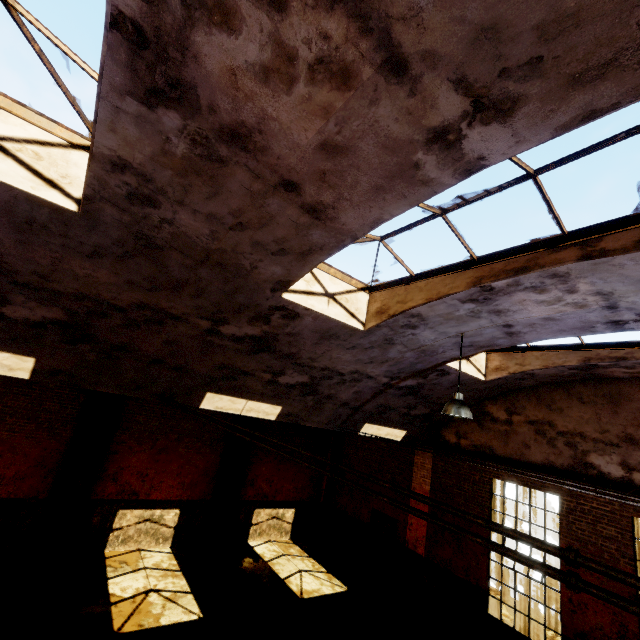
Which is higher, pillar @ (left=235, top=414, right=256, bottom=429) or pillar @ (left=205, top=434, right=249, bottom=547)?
pillar @ (left=235, top=414, right=256, bottom=429)

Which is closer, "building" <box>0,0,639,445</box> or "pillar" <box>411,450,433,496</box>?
"building" <box>0,0,639,445</box>

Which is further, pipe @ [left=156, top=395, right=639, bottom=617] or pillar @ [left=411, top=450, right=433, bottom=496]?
pillar @ [left=411, top=450, right=433, bottom=496]

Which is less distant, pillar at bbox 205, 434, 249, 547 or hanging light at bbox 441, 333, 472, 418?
hanging light at bbox 441, 333, 472, 418

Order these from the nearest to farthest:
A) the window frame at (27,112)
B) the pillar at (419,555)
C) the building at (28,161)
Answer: the building at (28,161) → the window frame at (27,112) → the pillar at (419,555)

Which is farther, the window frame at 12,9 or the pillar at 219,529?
the pillar at 219,529

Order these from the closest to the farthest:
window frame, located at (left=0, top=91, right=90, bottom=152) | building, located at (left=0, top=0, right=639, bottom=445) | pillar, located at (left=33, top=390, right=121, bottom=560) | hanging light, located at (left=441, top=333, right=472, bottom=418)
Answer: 1. building, located at (left=0, top=0, right=639, bottom=445)
2. window frame, located at (left=0, top=91, right=90, bottom=152)
3. hanging light, located at (left=441, top=333, right=472, bottom=418)
4. pillar, located at (left=33, top=390, right=121, bottom=560)

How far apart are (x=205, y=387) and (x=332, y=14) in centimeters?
664cm
